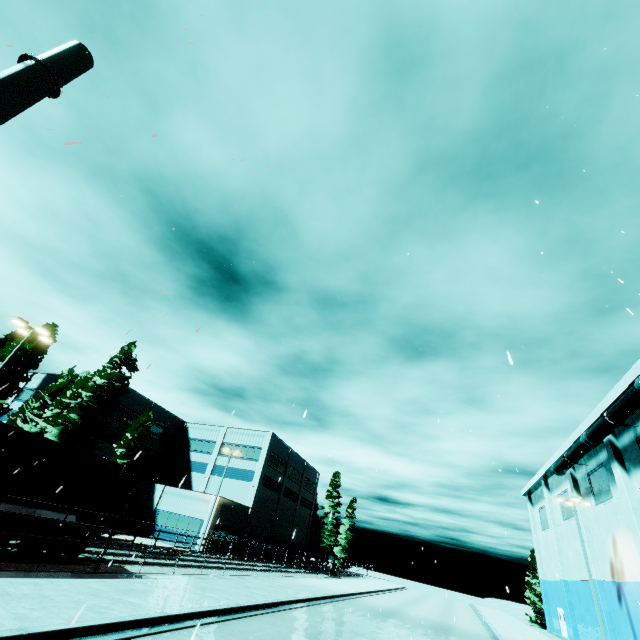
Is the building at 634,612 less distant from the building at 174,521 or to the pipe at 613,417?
the pipe at 613,417

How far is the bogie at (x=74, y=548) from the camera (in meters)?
13.33

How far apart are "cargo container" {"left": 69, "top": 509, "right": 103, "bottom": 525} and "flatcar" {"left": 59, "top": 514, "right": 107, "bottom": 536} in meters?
0.0

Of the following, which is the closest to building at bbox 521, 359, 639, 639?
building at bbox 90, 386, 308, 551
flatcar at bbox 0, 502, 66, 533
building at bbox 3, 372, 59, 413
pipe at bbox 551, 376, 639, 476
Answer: pipe at bbox 551, 376, 639, 476

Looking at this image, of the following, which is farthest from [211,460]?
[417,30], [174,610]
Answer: [417,30]

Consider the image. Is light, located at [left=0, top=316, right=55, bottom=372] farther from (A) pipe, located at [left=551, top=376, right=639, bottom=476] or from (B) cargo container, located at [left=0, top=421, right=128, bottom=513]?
(A) pipe, located at [left=551, top=376, right=639, bottom=476]

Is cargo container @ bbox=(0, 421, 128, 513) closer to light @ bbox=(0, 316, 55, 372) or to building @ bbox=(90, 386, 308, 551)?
light @ bbox=(0, 316, 55, 372)

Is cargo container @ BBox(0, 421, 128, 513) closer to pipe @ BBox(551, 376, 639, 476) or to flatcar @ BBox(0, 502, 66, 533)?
flatcar @ BBox(0, 502, 66, 533)
